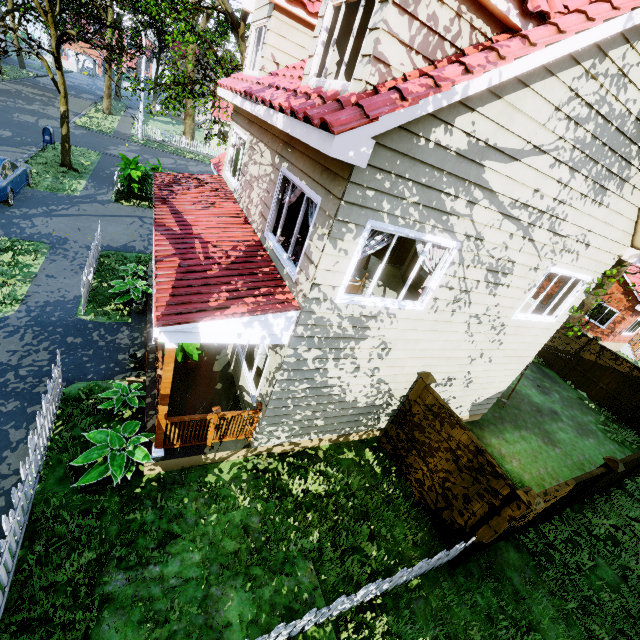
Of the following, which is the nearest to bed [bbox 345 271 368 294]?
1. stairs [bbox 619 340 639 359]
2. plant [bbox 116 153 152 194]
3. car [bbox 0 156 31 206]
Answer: car [bbox 0 156 31 206]

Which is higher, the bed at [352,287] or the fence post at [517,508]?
the bed at [352,287]

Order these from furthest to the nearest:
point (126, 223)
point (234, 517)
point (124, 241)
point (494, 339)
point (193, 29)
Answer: point (126, 223) < point (124, 241) < point (193, 29) < point (494, 339) < point (234, 517)

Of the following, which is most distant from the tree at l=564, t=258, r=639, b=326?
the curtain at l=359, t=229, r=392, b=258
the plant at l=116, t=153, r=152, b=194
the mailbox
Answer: the curtain at l=359, t=229, r=392, b=258

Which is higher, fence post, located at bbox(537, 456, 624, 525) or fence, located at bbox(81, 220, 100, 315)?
fence post, located at bbox(537, 456, 624, 525)

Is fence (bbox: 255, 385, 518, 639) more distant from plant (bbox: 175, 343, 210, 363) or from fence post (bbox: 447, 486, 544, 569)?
plant (bbox: 175, 343, 210, 363)

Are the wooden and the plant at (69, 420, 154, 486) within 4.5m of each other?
yes

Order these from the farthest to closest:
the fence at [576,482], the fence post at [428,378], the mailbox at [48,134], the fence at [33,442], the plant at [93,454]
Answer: the mailbox at [48,134] → the fence post at [428,378] → the fence at [576,482] → the plant at [93,454] → the fence at [33,442]
